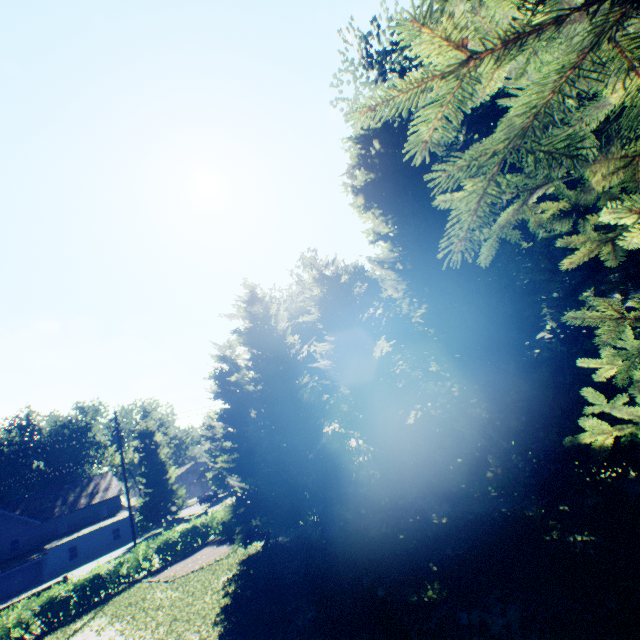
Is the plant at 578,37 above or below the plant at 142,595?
above

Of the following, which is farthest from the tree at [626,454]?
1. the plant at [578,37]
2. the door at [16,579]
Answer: the door at [16,579]

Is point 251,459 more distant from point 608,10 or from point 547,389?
point 608,10

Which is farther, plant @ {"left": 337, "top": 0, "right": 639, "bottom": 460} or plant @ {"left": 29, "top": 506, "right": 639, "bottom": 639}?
plant @ {"left": 29, "top": 506, "right": 639, "bottom": 639}

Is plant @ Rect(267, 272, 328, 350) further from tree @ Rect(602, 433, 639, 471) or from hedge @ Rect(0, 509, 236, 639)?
hedge @ Rect(0, 509, 236, 639)

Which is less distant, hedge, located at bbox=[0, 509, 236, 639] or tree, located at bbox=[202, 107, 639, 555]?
tree, located at bbox=[202, 107, 639, 555]

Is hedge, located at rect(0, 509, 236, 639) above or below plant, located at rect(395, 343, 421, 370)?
below

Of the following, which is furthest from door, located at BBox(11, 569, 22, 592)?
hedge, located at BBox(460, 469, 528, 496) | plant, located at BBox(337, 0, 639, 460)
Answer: hedge, located at BBox(460, 469, 528, 496)
